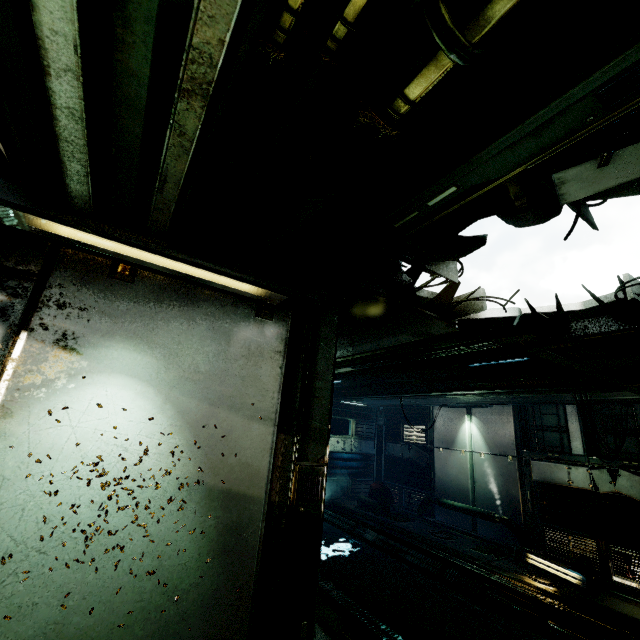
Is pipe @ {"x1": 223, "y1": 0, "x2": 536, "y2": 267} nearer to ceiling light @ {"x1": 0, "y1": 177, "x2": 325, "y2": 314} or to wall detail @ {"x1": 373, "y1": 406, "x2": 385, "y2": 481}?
ceiling light @ {"x1": 0, "y1": 177, "x2": 325, "y2": 314}

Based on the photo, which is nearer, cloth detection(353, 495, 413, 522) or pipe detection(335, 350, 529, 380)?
pipe detection(335, 350, 529, 380)

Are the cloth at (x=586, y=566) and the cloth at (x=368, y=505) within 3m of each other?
no

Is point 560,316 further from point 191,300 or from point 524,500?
point 524,500

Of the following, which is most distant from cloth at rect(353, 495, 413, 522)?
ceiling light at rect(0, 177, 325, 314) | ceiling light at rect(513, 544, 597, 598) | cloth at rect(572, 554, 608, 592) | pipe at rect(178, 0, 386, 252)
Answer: ceiling light at rect(0, 177, 325, 314)

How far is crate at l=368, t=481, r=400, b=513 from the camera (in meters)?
13.02

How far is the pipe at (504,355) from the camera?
7.0m

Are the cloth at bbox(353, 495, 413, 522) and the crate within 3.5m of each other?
yes
